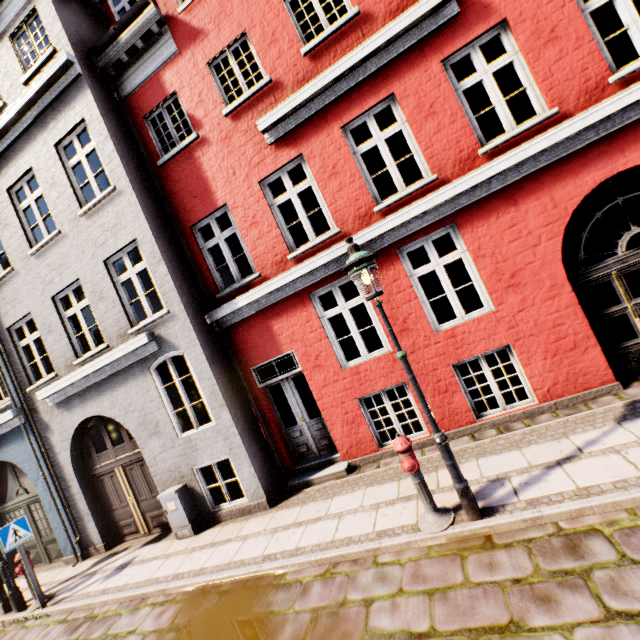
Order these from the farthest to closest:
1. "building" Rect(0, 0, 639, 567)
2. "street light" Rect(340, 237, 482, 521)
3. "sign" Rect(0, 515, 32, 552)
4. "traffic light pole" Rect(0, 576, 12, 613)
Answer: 1. "traffic light pole" Rect(0, 576, 12, 613)
2. "sign" Rect(0, 515, 32, 552)
3. "building" Rect(0, 0, 639, 567)
4. "street light" Rect(340, 237, 482, 521)

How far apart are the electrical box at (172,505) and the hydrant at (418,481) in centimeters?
523cm

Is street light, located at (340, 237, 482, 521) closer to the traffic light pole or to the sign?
the sign

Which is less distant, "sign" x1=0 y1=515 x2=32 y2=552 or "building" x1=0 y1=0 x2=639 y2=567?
"building" x1=0 y1=0 x2=639 y2=567

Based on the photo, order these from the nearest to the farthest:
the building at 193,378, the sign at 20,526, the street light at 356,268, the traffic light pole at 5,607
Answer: the street light at 356,268, the building at 193,378, the sign at 20,526, the traffic light pole at 5,607

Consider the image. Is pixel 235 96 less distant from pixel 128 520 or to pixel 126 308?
pixel 126 308

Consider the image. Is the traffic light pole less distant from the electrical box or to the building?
the building

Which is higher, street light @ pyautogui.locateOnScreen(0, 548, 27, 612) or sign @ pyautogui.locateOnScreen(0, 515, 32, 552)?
sign @ pyautogui.locateOnScreen(0, 515, 32, 552)
